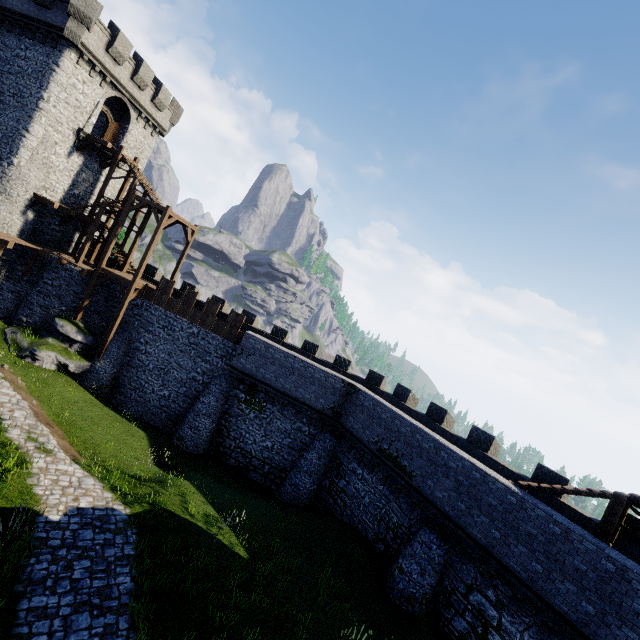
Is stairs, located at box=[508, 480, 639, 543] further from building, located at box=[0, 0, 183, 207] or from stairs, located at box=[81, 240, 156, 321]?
building, located at box=[0, 0, 183, 207]

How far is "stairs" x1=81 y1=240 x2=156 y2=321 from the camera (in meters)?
22.78

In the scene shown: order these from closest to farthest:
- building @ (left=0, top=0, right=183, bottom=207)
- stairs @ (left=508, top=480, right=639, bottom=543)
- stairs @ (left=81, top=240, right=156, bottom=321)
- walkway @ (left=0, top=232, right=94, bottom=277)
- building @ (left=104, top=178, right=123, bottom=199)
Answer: stairs @ (left=508, top=480, right=639, bottom=543), walkway @ (left=0, top=232, right=94, bottom=277), building @ (left=0, top=0, right=183, bottom=207), stairs @ (left=81, top=240, right=156, bottom=321), building @ (left=104, top=178, right=123, bottom=199)

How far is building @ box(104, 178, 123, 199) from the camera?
29.0 meters

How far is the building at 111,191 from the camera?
28.95m

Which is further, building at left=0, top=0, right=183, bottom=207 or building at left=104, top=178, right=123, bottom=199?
building at left=104, top=178, right=123, bottom=199

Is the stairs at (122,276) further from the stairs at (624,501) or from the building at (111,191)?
the stairs at (624,501)

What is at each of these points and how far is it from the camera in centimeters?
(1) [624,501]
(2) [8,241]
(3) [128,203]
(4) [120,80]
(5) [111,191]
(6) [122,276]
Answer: (1) stairs, 1109cm
(2) walkway, 2080cm
(3) stairs, 2320cm
(4) building, 2545cm
(5) building, 2941cm
(6) stairs, 2309cm
